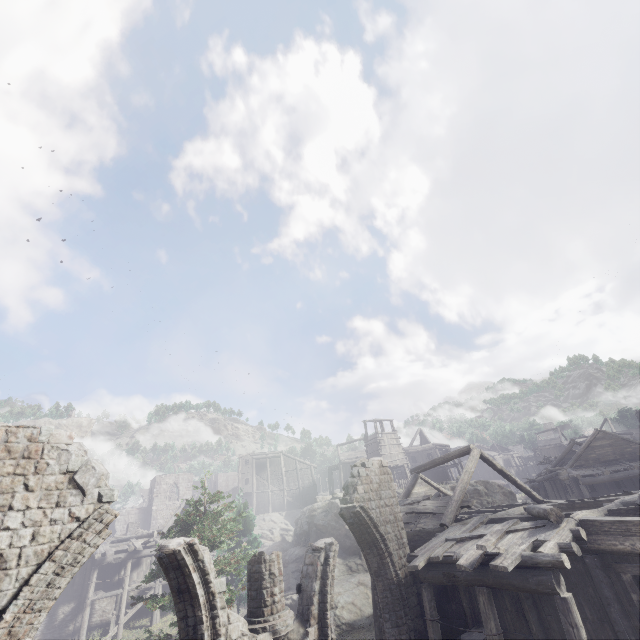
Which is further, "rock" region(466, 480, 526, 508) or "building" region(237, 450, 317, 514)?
"building" region(237, 450, 317, 514)

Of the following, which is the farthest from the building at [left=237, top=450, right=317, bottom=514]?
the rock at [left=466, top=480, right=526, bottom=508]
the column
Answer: the column

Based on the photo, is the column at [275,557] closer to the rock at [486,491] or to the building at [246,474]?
the building at [246,474]

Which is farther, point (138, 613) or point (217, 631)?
point (138, 613)

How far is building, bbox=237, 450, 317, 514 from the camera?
49.9 meters

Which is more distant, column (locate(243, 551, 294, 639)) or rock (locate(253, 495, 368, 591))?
rock (locate(253, 495, 368, 591))

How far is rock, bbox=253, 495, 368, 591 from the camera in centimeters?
2554cm

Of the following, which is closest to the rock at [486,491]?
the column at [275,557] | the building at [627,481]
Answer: the building at [627,481]
